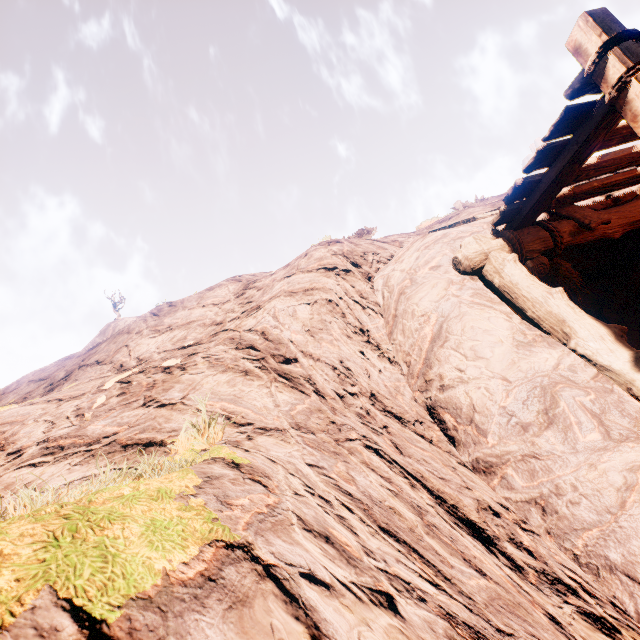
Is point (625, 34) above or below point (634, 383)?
above
